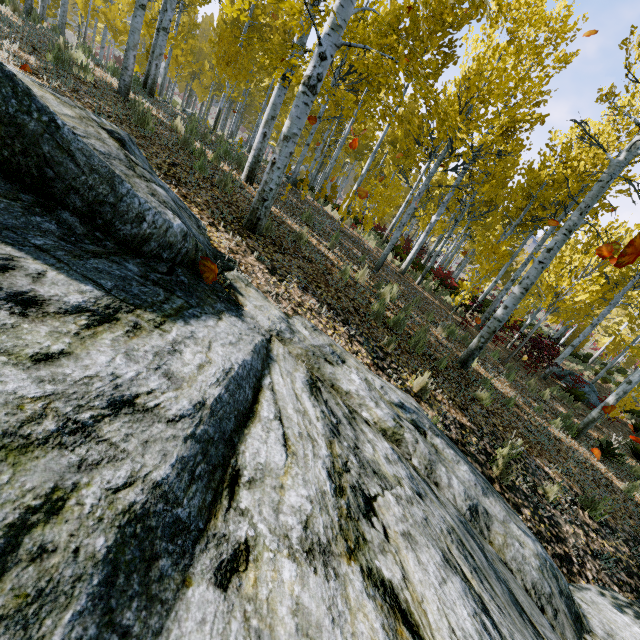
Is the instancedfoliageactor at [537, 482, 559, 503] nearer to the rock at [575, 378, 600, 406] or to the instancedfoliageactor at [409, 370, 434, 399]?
the rock at [575, 378, 600, 406]

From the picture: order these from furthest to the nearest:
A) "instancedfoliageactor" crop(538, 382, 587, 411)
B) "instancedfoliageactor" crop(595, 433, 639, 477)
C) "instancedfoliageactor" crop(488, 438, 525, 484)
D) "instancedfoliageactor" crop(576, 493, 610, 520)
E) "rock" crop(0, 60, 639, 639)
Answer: "instancedfoliageactor" crop(538, 382, 587, 411), "instancedfoliageactor" crop(595, 433, 639, 477), "instancedfoliageactor" crop(576, 493, 610, 520), "instancedfoliageactor" crop(488, 438, 525, 484), "rock" crop(0, 60, 639, 639)

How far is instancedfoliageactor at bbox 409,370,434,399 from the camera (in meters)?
4.61

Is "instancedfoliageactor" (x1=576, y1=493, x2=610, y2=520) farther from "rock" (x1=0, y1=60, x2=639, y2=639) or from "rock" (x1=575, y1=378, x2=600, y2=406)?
"rock" (x1=575, y1=378, x2=600, y2=406)

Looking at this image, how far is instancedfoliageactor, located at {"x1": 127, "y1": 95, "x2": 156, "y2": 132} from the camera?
5.6m

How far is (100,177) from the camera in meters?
2.2

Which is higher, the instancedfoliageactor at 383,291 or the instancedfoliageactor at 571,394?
the instancedfoliageactor at 383,291

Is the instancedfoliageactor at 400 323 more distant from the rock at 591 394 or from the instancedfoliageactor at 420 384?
the instancedfoliageactor at 420 384
